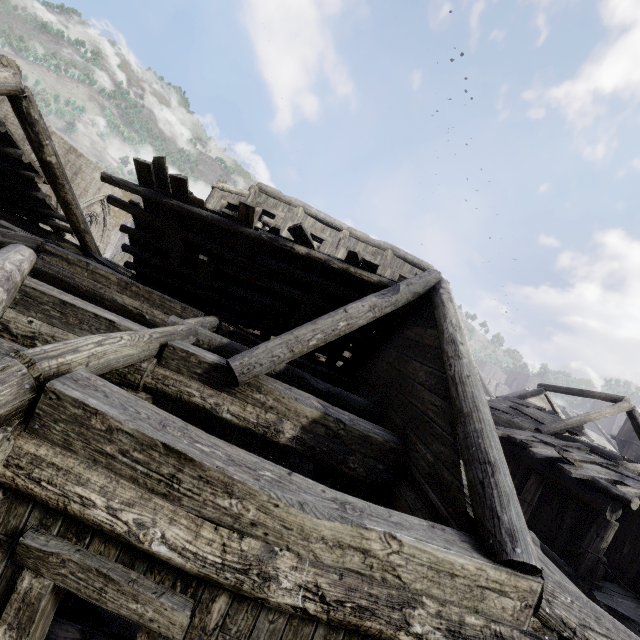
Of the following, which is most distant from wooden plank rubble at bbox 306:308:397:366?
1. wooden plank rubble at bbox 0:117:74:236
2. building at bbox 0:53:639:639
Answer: wooden plank rubble at bbox 0:117:74:236

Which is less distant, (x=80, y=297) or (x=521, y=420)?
(x=80, y=297)

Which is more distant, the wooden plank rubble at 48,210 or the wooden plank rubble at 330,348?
the wooden plank rubble at 330,348

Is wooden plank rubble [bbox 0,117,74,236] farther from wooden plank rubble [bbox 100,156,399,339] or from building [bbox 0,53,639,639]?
wooden plank rubble [bbox 100,156,399,339]

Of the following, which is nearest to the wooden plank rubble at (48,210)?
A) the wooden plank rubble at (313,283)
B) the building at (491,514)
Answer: the building at (491,514)

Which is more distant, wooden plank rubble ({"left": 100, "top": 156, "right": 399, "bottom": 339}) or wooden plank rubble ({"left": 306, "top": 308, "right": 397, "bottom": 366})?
wooden plank rubble ({"left": 306, "top": 308, "right": 397, "bottom": 366})
